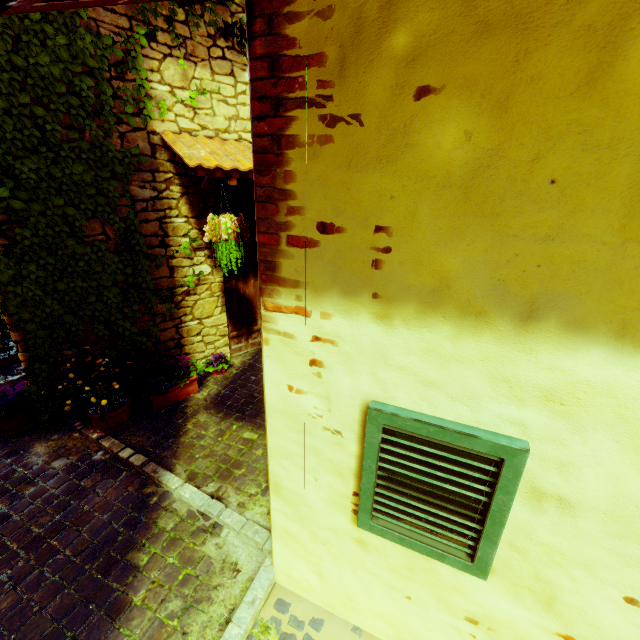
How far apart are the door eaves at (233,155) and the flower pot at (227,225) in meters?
0.3

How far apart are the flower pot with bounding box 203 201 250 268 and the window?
2.47m

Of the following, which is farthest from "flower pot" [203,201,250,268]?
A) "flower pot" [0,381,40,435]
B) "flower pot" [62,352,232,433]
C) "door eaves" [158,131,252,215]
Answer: "flower pot" [0,381,40,435]

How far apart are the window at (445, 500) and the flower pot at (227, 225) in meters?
2.5 m

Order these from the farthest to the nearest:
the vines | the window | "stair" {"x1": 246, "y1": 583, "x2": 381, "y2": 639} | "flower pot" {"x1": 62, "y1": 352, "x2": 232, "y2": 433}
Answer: "flower pot" {"x1": 62, "y1": 352, "x2": 232, "y2": 433} → the vines → "stair" {"x1": 246, "y1": 583, "x2": 381, "y2": 639} → the window

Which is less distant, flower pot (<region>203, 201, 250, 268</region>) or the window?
the window

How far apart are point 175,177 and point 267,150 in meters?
2.8 m

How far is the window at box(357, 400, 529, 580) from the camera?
1.2 meters
